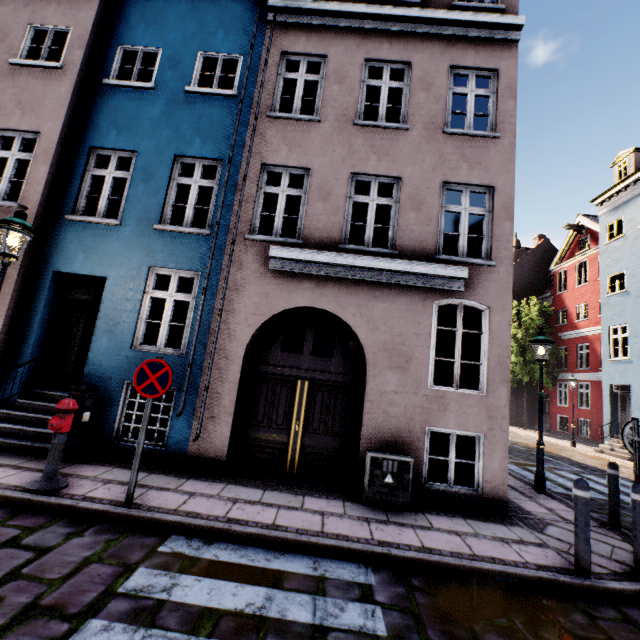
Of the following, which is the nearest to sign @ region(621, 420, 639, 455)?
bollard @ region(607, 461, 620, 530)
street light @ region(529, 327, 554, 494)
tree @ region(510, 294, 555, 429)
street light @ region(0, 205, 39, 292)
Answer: bollard @ region(607, 461, 620, 530)

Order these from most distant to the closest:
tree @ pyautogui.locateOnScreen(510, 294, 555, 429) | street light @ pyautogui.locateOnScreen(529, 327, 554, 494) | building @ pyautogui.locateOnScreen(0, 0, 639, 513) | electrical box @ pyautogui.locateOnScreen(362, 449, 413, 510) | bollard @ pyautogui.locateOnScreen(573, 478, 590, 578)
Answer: tree @ pyautogui.locateOnScreen(510, 294, 555, 429) → street light @ pyautogui.locateOnScreen(529, 327, 554, 494) → building @ pyautogui.locateOnScreen(0, 0, 639, 513) → electrical box @ pyautogui.locateOnScreen(362, 449, 413, 510) → bollard @ pyautogui.locateOnScreen(573, 478, 590, 578)

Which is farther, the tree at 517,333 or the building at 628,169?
the tree at 517,333

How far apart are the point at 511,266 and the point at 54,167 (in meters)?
10.02

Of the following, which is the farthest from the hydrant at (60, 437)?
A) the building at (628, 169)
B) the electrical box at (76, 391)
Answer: the building at (628, 169)

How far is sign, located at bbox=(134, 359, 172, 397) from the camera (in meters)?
4.43

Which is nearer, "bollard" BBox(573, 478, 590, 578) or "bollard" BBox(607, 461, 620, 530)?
"bollard" BBox(573, 478, 590, 578)

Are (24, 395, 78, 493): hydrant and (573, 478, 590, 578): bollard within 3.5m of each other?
no
